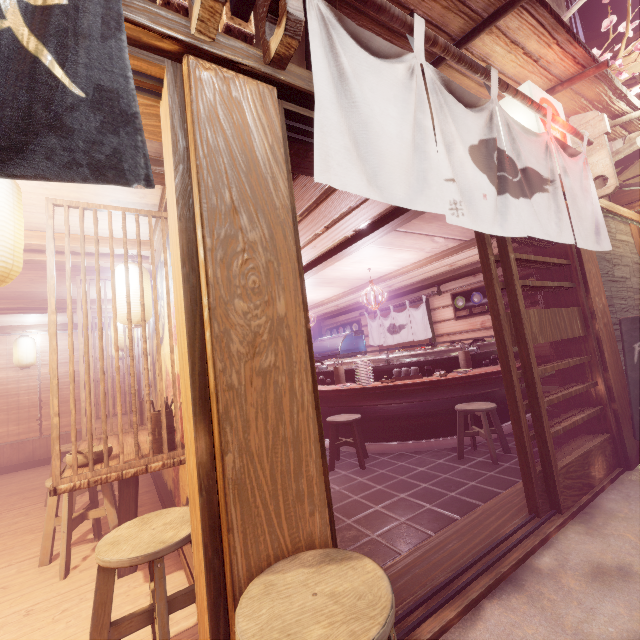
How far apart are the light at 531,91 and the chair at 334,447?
5.93m

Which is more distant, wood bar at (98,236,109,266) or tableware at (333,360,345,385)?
tableware at (333,360,345,385)

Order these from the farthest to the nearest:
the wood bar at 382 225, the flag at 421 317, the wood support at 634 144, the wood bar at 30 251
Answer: the flag at 421 317 < the wood support at 634 144 < the wood bar at 382 225 < the wood bar at 30 251

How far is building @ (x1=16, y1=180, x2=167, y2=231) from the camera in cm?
432

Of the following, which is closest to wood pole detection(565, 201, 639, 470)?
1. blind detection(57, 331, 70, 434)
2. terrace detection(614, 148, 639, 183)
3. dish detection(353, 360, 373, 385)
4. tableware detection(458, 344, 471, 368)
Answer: tableware detection(458, 344, 471, 368)

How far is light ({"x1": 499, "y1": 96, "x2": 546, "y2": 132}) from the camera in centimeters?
527cm

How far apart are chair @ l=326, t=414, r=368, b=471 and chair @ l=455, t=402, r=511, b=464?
2.13m

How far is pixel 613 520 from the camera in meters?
4.4
